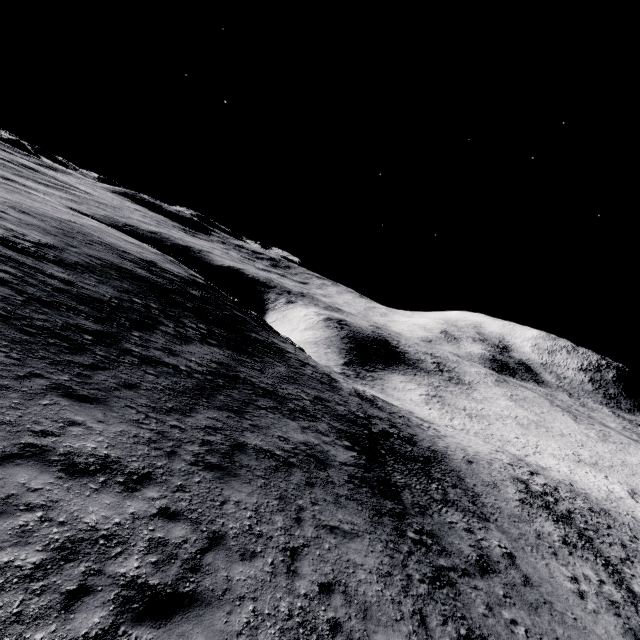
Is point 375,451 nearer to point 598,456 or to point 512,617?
point 512,617
